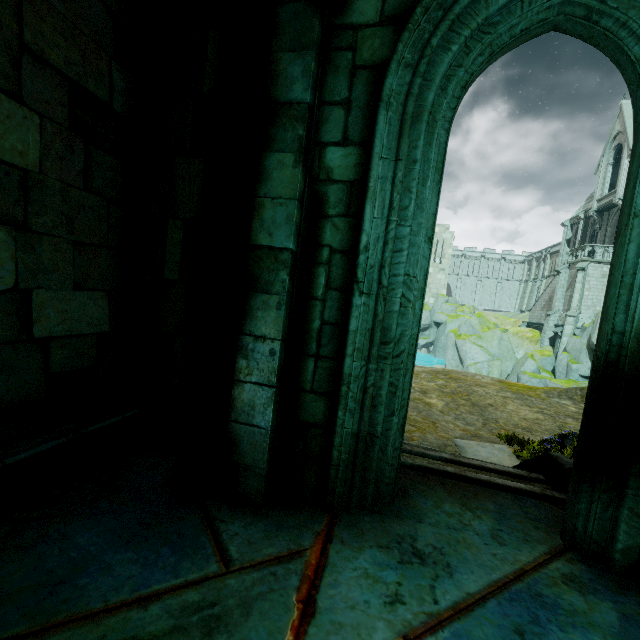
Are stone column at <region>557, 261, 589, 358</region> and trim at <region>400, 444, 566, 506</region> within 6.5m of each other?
no

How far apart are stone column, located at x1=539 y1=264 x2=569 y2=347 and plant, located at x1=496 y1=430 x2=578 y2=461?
29.9 meters

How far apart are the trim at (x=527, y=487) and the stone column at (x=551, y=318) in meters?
35.9 m

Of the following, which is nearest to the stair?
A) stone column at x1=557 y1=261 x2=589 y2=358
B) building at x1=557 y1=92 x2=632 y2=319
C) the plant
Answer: the plant

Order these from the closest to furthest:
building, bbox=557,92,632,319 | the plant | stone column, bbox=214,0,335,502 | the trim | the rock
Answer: stone column, bbox=214,0,335,502 → the trim → the plant → the rock → building, bbox=557,92,632,319

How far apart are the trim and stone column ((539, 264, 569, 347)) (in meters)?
35.86

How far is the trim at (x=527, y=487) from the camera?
3.1 meters

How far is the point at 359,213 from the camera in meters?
2.4
